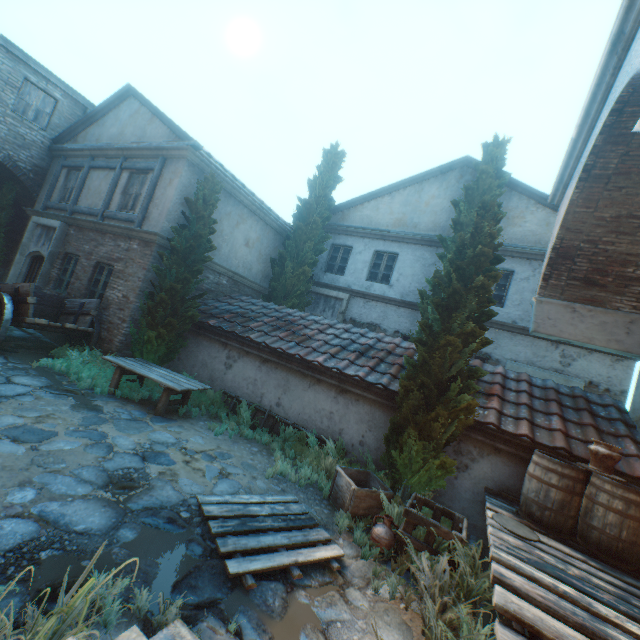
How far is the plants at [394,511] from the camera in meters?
4.7 m

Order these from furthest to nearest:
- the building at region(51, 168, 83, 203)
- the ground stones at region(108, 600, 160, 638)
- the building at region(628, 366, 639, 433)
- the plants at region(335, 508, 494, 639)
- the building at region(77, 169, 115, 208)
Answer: the building at region(51, 168, 83, 203)
the building at region(77, 169, 115, 208)
the building at region(628, 366, 639, 433)
the plants at region(335, 508, 494, 639)
the ground stones at region(108, 600, 160, 638)

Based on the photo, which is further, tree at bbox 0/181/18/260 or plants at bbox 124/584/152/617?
tree at bbox 0/181/18/260

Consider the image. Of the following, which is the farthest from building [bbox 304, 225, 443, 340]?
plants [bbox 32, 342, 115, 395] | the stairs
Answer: the stairs

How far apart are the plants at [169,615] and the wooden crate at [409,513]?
2.9m

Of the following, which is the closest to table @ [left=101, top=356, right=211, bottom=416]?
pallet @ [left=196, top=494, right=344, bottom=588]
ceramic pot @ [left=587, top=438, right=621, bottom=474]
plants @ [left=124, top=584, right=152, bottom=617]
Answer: pallet @ [left=196, top=494, right=344, bottom=588]

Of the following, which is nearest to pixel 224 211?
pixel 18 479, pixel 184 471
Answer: pixel 184 471

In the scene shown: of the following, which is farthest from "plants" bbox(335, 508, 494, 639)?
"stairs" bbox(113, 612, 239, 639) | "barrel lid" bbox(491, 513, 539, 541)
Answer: "stairs" bbox(113, 612, 239, 639)
